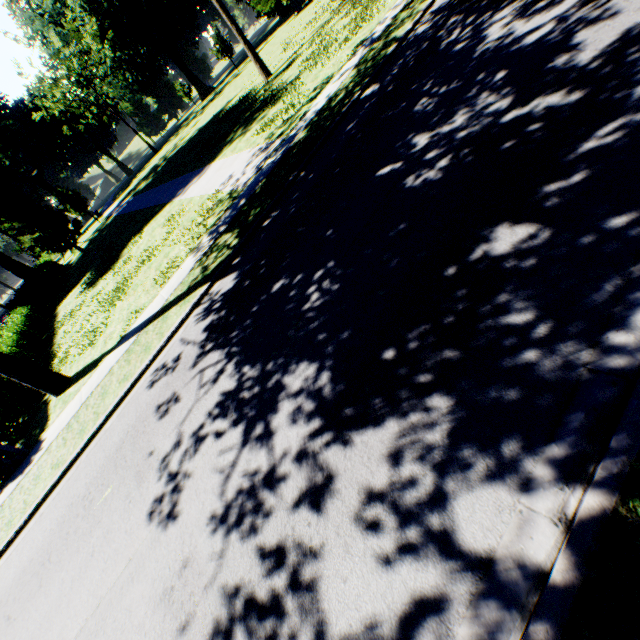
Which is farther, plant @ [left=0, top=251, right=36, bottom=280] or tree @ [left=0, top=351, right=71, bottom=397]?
plant @ [left=0, top=251, right=36, bottom=280]

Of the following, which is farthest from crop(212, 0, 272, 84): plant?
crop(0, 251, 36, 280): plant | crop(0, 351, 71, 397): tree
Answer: crop(0, 251, 36, 280): plant

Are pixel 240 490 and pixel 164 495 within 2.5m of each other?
yes

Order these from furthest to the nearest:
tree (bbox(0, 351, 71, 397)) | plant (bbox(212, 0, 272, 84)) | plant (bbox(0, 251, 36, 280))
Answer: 1. plant (bbox(0, 251, 36, 280))
2. plant (bbox(212, 0, 272, 84))
3. tree (bbox(0, 351, 71, 397))

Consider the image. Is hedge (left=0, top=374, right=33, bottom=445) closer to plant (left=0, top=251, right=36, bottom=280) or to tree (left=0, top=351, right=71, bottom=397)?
tree (left=0, top=351, right=71, bottom=397)

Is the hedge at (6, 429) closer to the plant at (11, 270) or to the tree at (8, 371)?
the tree at (8, 371)

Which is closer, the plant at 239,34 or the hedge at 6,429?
the hedge at 6,429

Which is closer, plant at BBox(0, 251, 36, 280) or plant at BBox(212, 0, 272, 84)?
plant at BBox(212, 0, 272, 84)
